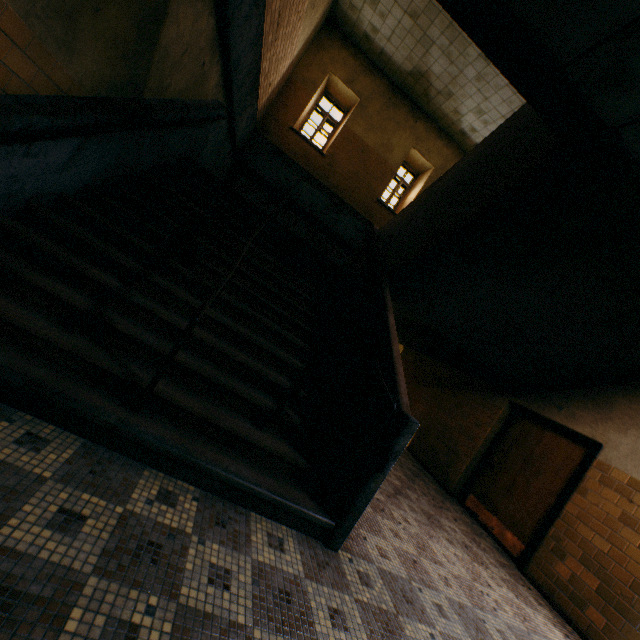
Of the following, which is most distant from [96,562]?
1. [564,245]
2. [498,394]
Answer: [498,394]

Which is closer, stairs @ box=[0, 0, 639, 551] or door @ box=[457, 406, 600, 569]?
stairs @ box=[0, 0, 639, 551]

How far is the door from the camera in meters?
4.9 m

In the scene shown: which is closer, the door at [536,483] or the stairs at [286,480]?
the stairs at [286,480]

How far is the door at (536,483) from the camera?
4.9 meters
